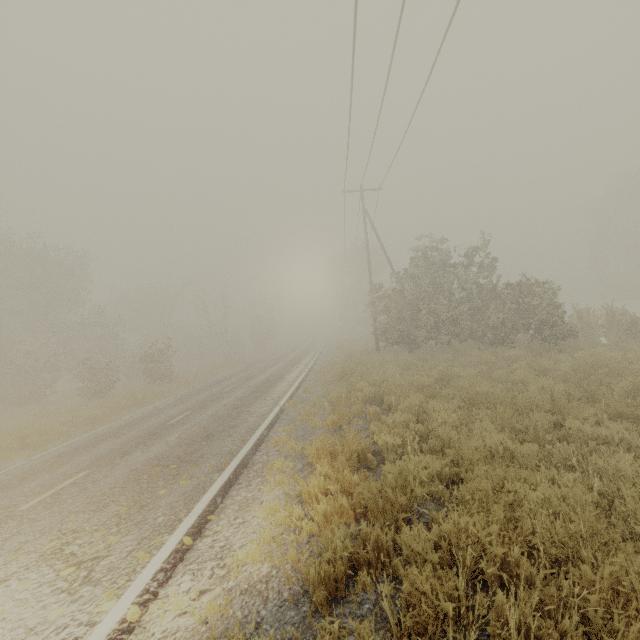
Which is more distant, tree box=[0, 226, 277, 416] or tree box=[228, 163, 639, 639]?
tree box=[0, 226, 277, 416]

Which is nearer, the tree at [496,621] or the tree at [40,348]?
the tree at [496,621]

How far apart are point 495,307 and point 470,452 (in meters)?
12.11
